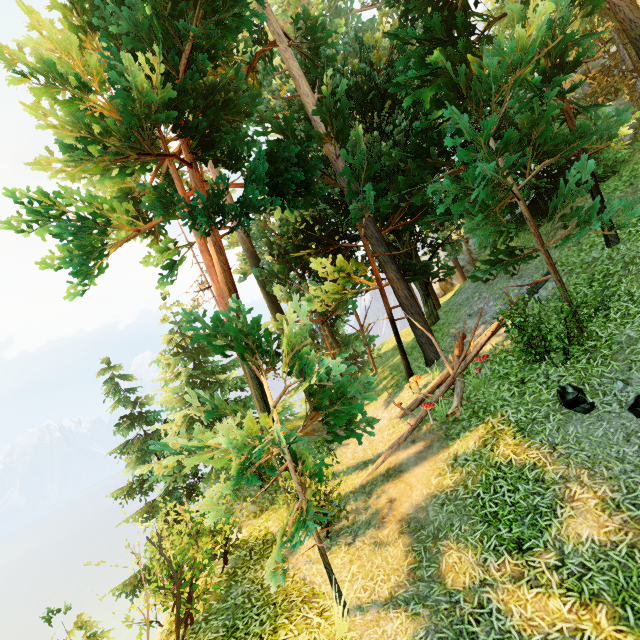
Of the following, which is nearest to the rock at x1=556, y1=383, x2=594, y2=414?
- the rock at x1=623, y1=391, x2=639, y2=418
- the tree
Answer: the rock at x1=623, y1=391, x2=639, y2=418

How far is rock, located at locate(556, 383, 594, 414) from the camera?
5.9m

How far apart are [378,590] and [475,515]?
2.1m

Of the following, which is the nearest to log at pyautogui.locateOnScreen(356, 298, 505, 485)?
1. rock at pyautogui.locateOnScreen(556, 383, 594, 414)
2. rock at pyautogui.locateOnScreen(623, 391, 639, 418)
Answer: rock at pyautogui.locateOnScreen(556, 383, 594, 414)

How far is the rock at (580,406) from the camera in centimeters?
595cm

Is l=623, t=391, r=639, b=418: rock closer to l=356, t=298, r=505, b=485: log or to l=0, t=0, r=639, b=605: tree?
l=0, t=0, r=639, b=605: tree

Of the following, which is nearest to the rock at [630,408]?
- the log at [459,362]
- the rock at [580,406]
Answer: the rock at [580,406]

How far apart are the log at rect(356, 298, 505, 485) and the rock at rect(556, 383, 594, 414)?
2.33m
